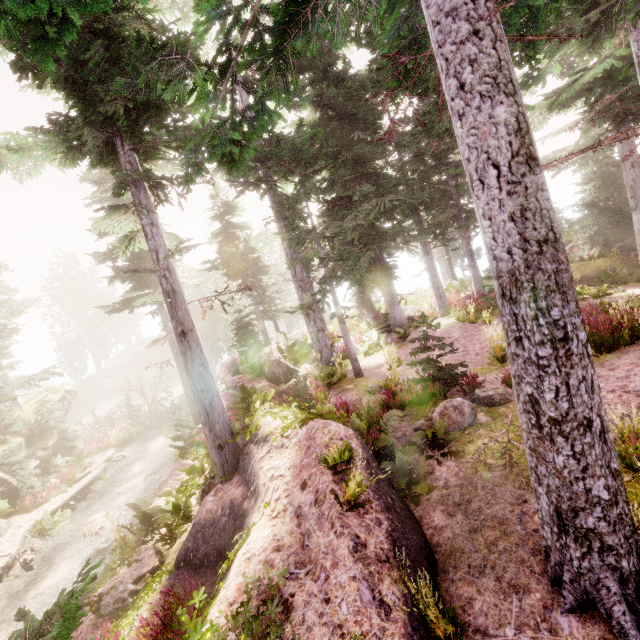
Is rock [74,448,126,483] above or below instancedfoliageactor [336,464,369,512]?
below

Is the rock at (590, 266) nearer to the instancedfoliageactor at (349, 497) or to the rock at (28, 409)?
the instancedfoliageactor at (349, 497)

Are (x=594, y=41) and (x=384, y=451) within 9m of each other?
no

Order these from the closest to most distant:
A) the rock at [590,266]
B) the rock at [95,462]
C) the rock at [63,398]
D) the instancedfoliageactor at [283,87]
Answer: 1. the instancedfoliageactor at [283,87]
2. the rock at [590,266]
3. the rock at [95,462]
4. the rock at [63,398]

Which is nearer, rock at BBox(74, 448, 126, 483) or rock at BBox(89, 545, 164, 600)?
rock at BBox(89, 545, 164, 600)

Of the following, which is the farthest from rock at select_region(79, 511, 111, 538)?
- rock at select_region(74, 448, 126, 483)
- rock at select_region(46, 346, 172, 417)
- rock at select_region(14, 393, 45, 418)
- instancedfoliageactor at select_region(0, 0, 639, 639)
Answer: rock at select_region(46, 346, 172, 417)

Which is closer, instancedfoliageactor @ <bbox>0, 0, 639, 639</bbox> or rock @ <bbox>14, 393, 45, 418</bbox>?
instancedfoliageactor @ <bbox>0, 0, 639, 639</bbox>
